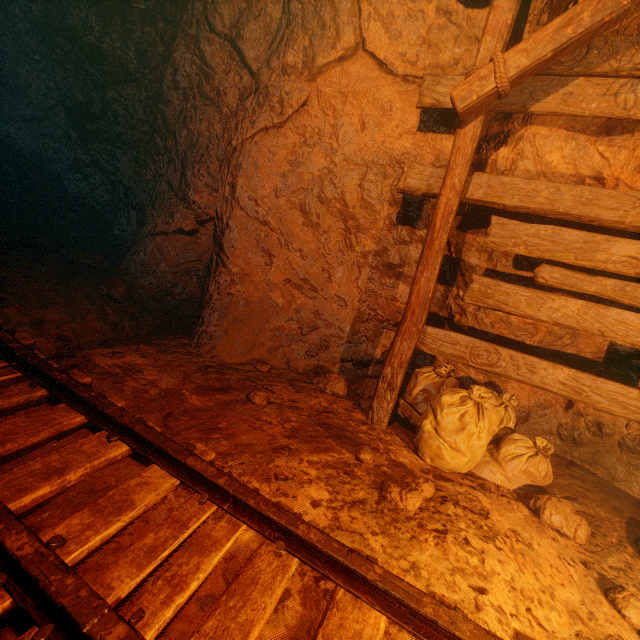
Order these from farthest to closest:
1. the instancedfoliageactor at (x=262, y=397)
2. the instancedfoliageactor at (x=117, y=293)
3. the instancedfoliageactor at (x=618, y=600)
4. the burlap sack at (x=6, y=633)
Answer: the instancedfoliageactor at (x=117, y=293) < the instancedfoliageactor at (x=262, y=397) < the instancedfoliageactor at (x=618, y=600) < the burlap sack at (x=6, y=633)

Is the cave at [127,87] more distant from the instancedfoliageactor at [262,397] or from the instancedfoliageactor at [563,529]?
the instancedfoliageactor at [563,529]

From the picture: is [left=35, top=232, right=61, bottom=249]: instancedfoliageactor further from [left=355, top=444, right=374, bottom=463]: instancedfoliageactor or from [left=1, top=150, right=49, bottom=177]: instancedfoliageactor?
[left=355, top=444, right=374, bottom=463]: instancedfoliageactor

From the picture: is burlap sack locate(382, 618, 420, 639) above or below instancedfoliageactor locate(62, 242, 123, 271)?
above

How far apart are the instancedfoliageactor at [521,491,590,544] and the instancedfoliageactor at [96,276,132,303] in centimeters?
461cm

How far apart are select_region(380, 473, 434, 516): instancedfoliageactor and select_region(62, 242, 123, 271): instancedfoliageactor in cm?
443

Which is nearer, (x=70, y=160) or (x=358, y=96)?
(x=358, y=96)

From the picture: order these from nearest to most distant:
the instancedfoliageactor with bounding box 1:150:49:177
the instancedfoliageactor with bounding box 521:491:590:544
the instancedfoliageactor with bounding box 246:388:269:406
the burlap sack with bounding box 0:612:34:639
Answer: the burlap sack with bounding box 0:612:34:639 < the instancedfoliageactor with bounding box 521:491:590:544 < the instancedfoliageactor with bounding box 246:388:269:406 < the instancedfoliageactor with bounding box 1:150:49:177
